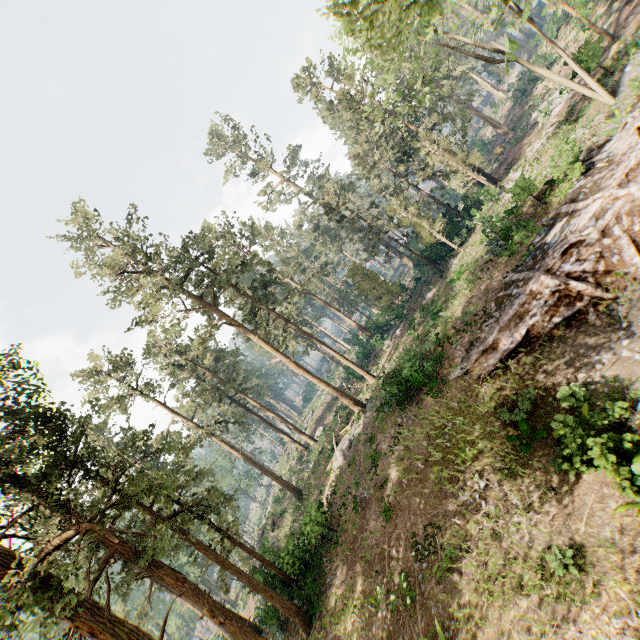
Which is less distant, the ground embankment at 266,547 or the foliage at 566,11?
the foliage at 566,11

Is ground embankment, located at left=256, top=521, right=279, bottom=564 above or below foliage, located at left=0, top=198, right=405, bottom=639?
below

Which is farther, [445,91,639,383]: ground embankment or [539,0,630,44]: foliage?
[445,91,639,383]: ground embankment

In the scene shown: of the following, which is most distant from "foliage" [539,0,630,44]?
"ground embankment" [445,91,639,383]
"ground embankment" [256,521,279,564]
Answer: "ground embankment" [445,91,639,383]

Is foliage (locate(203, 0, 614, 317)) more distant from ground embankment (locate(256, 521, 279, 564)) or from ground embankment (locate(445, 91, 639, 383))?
ground embankment (locate(445, 91, 639, 383))

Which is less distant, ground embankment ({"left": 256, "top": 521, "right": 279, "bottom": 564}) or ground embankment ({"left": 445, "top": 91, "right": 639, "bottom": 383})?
Answer: ground embankment ({"left": 445, "top": 91, "right": 639, "bottom": 383})

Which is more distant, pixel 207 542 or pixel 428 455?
pixel 207 542

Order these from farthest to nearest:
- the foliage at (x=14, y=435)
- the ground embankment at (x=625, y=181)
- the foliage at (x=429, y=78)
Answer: the foliage at (x=429, y=78) < the ground embankment at (x=625, y=181) < the foliage at (x=14, y=435)
